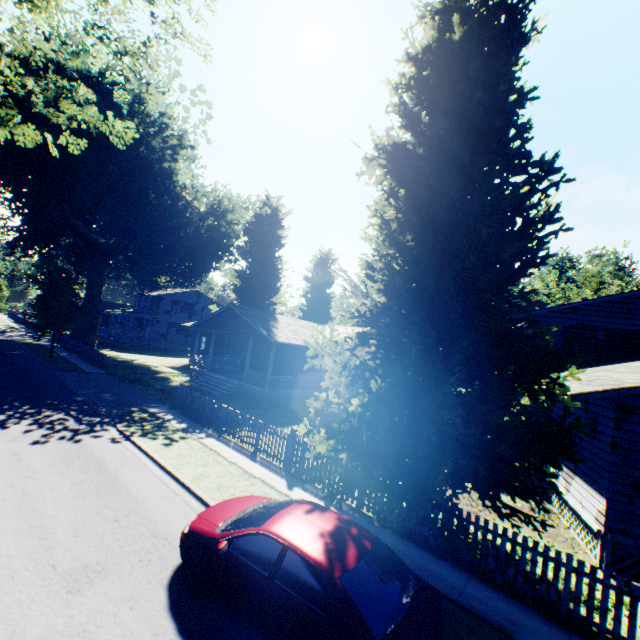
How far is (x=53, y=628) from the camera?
4.7m

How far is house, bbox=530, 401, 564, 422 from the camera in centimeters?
1224cm

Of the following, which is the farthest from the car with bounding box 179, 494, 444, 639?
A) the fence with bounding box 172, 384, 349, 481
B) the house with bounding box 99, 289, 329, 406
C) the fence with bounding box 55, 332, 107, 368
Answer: the fence with bounding box 55, 332, 107, 368

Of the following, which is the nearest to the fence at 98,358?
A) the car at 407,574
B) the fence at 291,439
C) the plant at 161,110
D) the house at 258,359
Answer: the plant at 161,110

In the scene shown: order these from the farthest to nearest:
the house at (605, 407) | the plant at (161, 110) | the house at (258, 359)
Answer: the house at (258, 359) → the plant at (161, 110) → the house at (605, 407)

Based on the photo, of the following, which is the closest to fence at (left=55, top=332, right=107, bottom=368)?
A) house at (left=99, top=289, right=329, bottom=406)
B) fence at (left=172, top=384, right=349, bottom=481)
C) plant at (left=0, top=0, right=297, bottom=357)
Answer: plant at (left=0, top=0, right=297, bottom=357)

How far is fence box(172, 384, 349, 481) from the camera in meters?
10.9

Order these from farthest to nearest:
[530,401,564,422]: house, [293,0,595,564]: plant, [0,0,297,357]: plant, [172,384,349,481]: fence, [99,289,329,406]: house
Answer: [99,289,329,406]: house → [530,401,564,422]: house → [172,384,349,481]: fence → [0,0,297,357]: plant → [293,0,595,564]: plant
